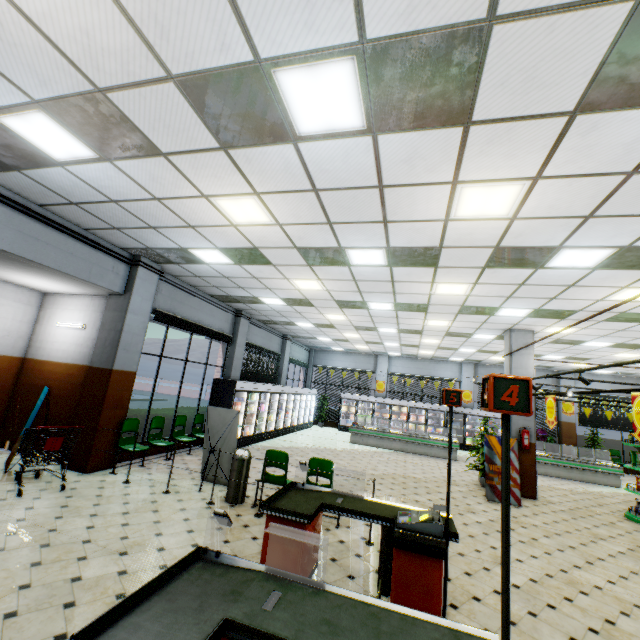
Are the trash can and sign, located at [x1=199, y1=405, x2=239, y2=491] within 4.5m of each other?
yes

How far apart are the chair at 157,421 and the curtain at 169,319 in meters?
2.5 m

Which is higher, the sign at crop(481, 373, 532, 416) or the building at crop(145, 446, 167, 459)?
the sign at crop(481, 373, 532, 416)

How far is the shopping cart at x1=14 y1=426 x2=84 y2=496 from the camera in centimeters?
551cm

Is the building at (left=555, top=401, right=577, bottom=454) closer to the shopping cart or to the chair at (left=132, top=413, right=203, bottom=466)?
the chair at (left=132, top=413, right=203, bottom=466)

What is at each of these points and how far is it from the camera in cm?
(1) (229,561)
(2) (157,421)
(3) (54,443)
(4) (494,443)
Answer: (1) checkout counter, 250
(2) chair, 851
(3) shopping cart, 576
(4) sign, 903

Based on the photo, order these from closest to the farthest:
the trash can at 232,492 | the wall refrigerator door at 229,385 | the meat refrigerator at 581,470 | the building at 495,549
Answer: the building at 495,549, the trash can at 232,492, the wall refrigerator door at 229,385, the meat refrigerator at 581,470

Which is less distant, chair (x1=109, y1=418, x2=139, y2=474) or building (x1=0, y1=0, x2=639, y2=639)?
building (x1=0, y1=0, x2=639, y2=639)
